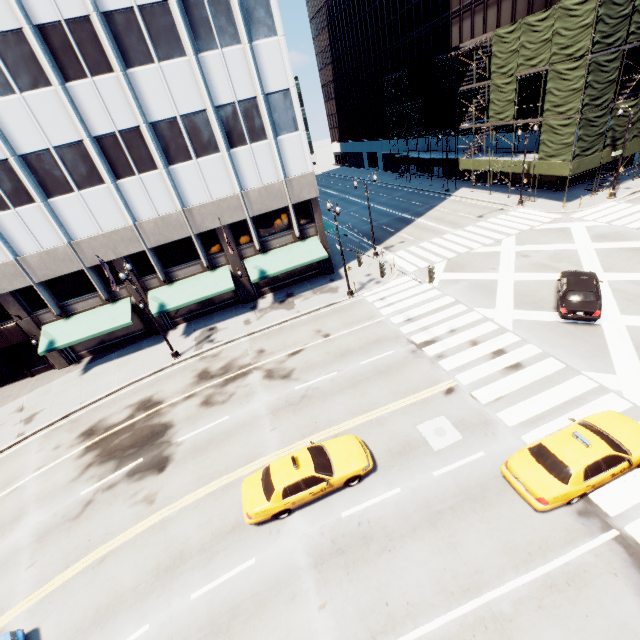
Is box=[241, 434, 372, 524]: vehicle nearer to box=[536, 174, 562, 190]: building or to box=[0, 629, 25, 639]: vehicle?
box=[0, 629, 25, 639]: vehicle

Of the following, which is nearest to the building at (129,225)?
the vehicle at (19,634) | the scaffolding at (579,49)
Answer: the vehicle at (19,634)

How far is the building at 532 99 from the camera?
33.03m

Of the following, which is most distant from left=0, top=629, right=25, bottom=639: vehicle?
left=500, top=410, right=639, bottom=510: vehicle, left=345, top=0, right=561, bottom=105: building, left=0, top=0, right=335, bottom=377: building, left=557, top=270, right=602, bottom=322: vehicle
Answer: left=345, top=0, right=561, bottom=105: building

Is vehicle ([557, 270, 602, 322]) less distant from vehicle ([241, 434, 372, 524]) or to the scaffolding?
vehicle ([241, 434, 372, 524])

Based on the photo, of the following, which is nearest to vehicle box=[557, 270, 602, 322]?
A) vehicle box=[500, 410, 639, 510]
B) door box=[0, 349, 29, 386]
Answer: vehicle box=[500, 410, 639, 510]

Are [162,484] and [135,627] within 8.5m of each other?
yes

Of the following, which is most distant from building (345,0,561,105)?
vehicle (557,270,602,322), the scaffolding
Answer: vehicle (557,270,602,322)
